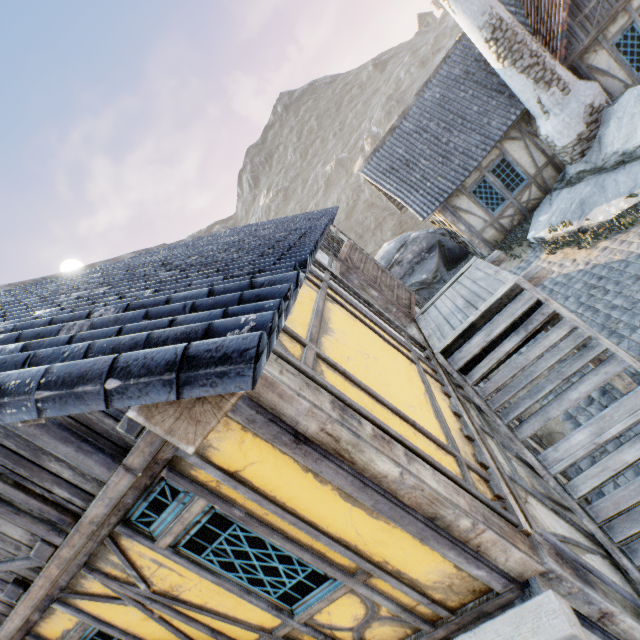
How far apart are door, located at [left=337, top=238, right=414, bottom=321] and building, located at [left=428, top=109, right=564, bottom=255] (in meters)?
5.62

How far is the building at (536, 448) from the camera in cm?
519

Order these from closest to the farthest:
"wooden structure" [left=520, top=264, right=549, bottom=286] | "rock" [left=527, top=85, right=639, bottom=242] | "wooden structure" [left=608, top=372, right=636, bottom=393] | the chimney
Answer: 1. "wooden structure" [left=520, top=264, right=549, bottom=286]
2. "wooden structure" [left=608, top=372, right=636, bottom=393]
3. "rock" [left=527, top=85, right=639, bottom=242]
4. the chimney

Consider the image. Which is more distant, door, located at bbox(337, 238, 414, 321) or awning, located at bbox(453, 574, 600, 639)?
door, located at bbox(337, 238, 414, 321)

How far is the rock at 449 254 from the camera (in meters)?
14.01

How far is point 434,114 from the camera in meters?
12.0

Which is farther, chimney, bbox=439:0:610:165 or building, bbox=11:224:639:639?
chimney, bbox=439:0:610:165

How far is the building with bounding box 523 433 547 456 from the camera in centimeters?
519cm
